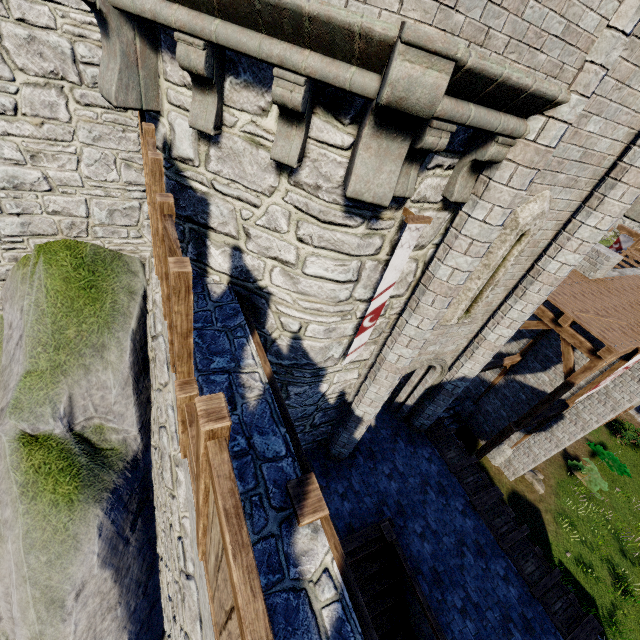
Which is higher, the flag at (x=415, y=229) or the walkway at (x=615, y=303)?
the flag at (x=415, y=229)

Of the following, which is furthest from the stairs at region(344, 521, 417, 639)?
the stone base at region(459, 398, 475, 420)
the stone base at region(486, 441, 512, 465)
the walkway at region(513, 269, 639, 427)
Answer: the stone base at region(459, 398, 475, 420)

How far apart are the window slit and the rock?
14.6m

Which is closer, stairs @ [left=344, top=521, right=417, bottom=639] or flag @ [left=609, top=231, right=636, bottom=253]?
stairs @ [left=344, top=521, right=417, bottom=639]

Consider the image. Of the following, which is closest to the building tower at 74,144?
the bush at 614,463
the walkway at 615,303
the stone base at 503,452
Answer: the walkway at 615,303

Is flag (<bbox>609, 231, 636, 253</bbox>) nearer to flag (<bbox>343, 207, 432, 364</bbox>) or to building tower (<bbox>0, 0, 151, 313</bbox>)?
building tower (<bbox>0, 0, 151, 313</bbox>)

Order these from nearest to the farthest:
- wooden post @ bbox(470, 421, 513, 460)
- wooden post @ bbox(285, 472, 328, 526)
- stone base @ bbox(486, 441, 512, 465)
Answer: wooden post @ bbox(285, 472, 328, 526)
wooden post @ bbox(470, 421, 513, 460)
stone base @ bbox(486, 441, 512, 465)

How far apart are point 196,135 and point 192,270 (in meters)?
2.04
